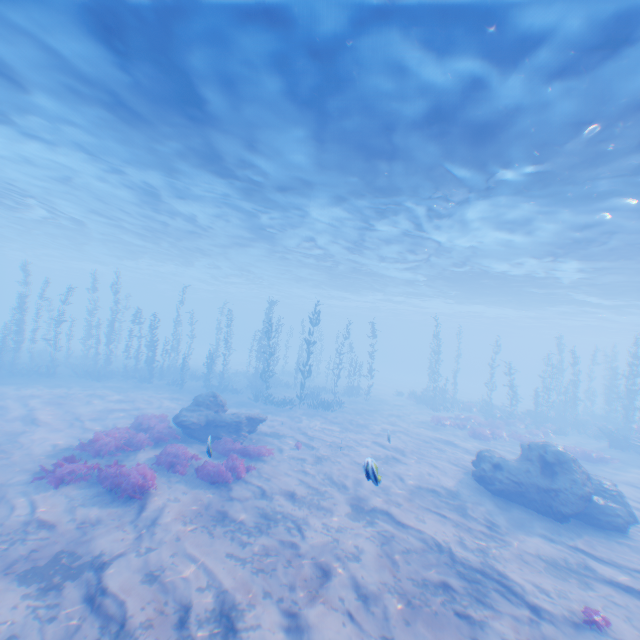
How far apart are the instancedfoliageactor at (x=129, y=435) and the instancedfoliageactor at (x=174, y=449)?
1.4m

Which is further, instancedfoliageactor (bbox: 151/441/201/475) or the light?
instancedfoliageactor (bbox: 151/441/201/475)

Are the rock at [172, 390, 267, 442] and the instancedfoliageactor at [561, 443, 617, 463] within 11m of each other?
no

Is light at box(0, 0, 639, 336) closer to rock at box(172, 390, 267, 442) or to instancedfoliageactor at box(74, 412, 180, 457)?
rock at box(172, 390, 267, 442)

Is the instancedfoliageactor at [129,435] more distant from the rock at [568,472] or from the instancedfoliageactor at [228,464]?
the rock at [568,472]

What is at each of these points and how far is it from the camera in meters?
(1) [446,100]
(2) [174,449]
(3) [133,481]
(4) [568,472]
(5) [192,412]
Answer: (1) light, 9.5 m
(2) instancedfoliageactor, 11.8 m
(3) instancedfoliageactor, 9.3 m
(4) rock, 11.5 m
(5) rock, 15.0 m

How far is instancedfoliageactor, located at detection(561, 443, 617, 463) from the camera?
18.7 meters

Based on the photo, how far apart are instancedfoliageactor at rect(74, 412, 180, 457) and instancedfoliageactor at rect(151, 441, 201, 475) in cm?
144
